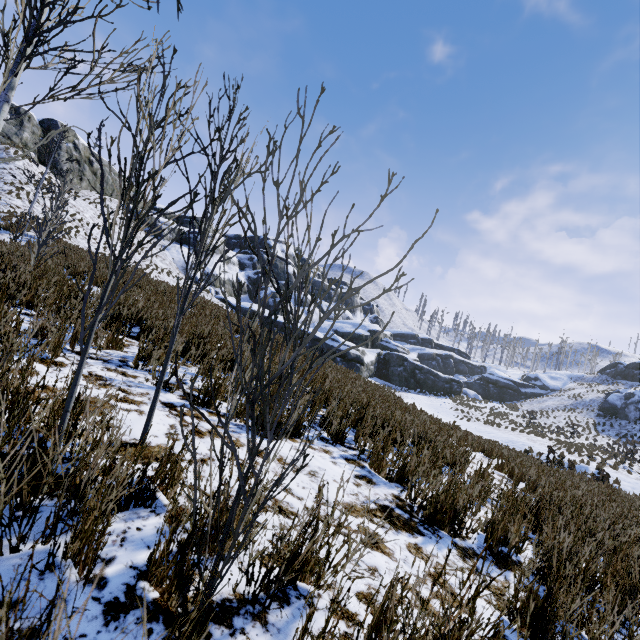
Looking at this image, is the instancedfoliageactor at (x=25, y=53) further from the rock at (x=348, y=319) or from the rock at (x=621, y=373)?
the rock at (x=621, y=373)

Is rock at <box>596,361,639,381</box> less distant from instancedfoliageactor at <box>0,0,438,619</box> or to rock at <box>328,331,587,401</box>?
rock at <box>328,331,587,401</box>

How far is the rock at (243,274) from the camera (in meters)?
38.00

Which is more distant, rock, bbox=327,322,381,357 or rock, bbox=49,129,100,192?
rock, bbox=327,322,381,357

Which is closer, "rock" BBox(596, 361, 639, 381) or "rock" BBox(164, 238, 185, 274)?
"rock" BBox(164, 238, 185, 274)

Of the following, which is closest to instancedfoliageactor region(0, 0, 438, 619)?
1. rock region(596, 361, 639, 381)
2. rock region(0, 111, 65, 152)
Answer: rock region(0, 111, 65, 152)

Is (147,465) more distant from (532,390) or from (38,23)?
(532,390)
